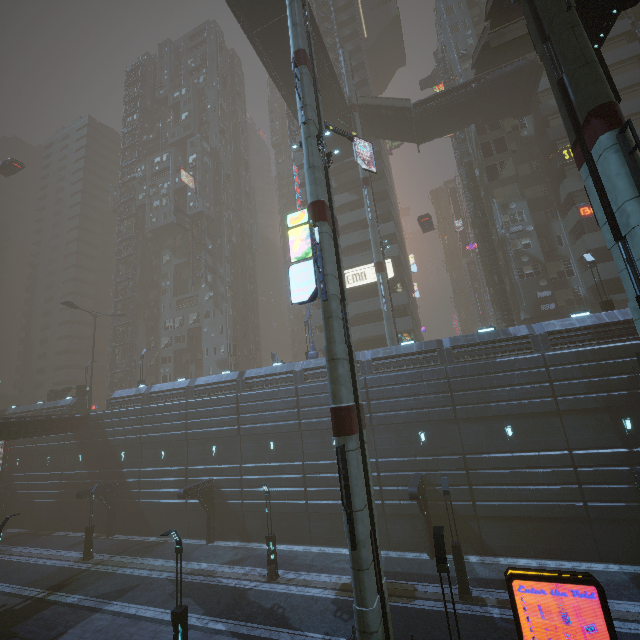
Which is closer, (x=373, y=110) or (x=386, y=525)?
(x=386, y=525)

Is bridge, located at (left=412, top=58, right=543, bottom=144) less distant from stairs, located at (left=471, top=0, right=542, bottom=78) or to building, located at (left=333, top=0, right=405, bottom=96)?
stairs, located at (left=471, top=0, right=542, bottom=78)

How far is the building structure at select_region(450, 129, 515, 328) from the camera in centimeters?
3375cm

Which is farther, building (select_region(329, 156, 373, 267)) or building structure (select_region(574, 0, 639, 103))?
building (select_region(329, 156, 373, 267))

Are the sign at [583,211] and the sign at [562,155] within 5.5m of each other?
yes

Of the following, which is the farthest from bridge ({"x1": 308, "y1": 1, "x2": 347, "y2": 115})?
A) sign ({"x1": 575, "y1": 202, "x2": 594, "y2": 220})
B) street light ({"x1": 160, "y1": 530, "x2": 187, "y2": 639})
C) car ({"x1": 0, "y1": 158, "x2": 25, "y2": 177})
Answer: street light ({"x1": 160, "y1": 530, "x2": 187, "y2": 639})

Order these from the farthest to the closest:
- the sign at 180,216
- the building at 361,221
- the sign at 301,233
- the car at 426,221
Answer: the sign at 180,216 < the car at 426,221 < the building at 361,221 < the sign at 301,233

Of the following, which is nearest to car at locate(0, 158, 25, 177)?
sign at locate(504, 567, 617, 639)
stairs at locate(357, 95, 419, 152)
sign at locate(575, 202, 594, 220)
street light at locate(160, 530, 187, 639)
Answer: stairs at locate(357, 95, 419, 152)
